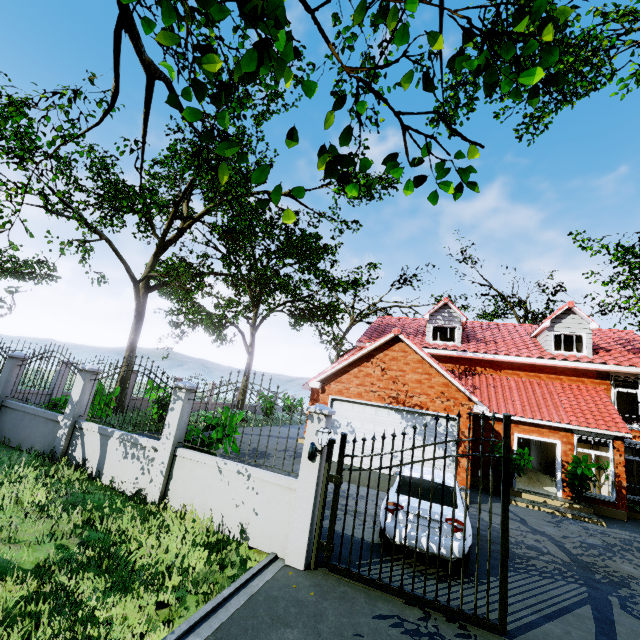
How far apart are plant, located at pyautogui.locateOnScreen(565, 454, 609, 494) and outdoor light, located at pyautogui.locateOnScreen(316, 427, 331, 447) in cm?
1203

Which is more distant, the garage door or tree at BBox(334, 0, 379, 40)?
the garage door

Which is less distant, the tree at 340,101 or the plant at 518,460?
the tree at 340,101

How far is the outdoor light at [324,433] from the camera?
5.62m

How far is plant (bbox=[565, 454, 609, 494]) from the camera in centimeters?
1216cm

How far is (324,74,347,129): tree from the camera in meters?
1.8 m

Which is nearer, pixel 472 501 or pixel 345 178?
pixel 345 178

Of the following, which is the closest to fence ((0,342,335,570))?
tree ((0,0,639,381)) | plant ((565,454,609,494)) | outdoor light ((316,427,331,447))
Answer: outdoor light ((316,427,331,447))
